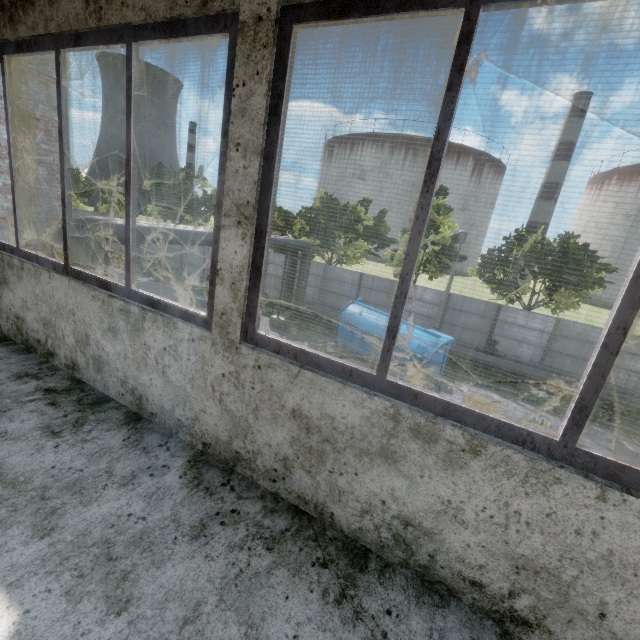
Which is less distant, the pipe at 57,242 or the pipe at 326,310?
the pipe at 57,242

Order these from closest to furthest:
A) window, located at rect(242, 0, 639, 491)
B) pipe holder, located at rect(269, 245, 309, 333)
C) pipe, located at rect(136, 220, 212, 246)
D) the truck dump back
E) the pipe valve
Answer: window, located at rect(242, 0, 639, 491), pipe, located at rect(136, 220, 212, 246), the truck dump back, the pipe valve, pipe holder, located at rect(269, 245, 309, 333)

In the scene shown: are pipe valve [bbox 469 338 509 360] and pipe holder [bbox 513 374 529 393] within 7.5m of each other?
yes

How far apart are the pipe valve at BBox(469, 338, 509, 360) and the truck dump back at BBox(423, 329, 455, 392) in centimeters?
515cm

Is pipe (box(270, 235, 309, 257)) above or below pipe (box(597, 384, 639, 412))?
above

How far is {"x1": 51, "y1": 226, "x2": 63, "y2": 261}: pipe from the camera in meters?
8.2

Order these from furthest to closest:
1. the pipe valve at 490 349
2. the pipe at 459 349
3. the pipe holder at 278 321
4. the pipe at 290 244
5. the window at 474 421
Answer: the pipe holder at 278 321 < the pipe valve at 490 349 < the pipe at 459 349 < the pipe at 290 244 < the window at 474 421

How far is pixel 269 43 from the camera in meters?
1.4
